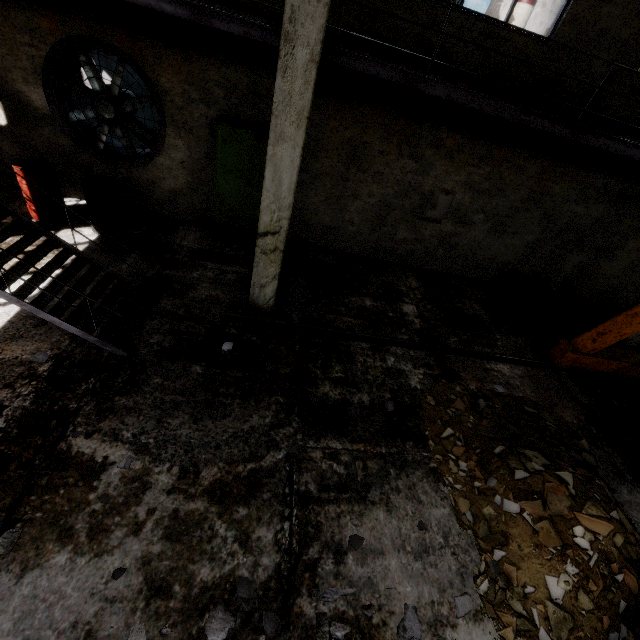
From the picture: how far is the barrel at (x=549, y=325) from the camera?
6.9m

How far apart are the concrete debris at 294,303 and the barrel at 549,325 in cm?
479

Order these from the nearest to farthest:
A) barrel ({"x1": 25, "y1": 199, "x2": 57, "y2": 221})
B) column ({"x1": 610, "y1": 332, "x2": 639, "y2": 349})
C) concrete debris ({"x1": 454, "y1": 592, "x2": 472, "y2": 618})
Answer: concrete debris ({"x1": 454, "y1": 592, "x2": 472, "y2": 618}), barrel ({"x1": 25, "y1": 199, "x2": 57, "y2": 221}), column ({"x1": 610, "y1": 332, "x2": 639, "y2": 349})

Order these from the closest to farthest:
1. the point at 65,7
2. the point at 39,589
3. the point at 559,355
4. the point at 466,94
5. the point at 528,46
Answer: the point at 39,589 → the point at 466,94 → the point at 65,7 → the point at 528,46 → the point at 559,355

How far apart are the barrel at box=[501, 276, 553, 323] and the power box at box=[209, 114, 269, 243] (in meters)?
6.05

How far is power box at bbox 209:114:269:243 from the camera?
6.3m

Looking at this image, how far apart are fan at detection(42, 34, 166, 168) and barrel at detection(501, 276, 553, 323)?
8.71m

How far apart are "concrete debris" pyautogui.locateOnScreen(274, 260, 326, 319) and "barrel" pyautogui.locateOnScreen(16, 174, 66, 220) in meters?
3.8 m
